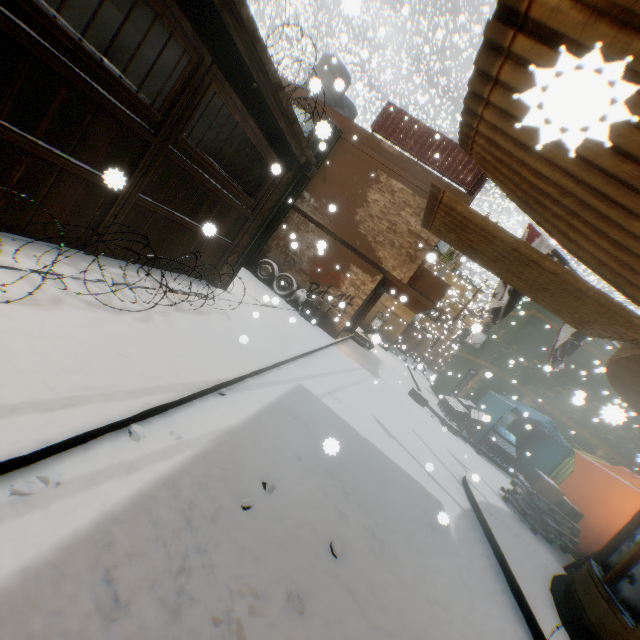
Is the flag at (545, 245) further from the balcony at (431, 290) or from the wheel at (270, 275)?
the wheel at (270, 275)

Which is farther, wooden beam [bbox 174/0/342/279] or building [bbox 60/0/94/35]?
building [bbox 60/0/94/35]

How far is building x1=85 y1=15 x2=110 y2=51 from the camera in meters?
7.4 m

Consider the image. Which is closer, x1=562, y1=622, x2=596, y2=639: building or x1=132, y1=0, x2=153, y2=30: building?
x1=562, y1=622, x2=596, y2=639: building

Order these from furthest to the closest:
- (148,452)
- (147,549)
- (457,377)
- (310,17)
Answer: (310,17) < (457,377) < (148,452) < (147,549)

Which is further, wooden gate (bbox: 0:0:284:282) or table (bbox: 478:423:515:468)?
table (bbox: 478:423:515:468)

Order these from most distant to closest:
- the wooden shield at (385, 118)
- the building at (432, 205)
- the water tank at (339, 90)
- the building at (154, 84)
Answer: the water tank at (339, 90), the wooden shield at (385, 118), the building at (154, 84), the building at (432, 205)

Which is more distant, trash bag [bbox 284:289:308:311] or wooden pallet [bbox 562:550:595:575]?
trash bag [bbox 284:289:308:311]
